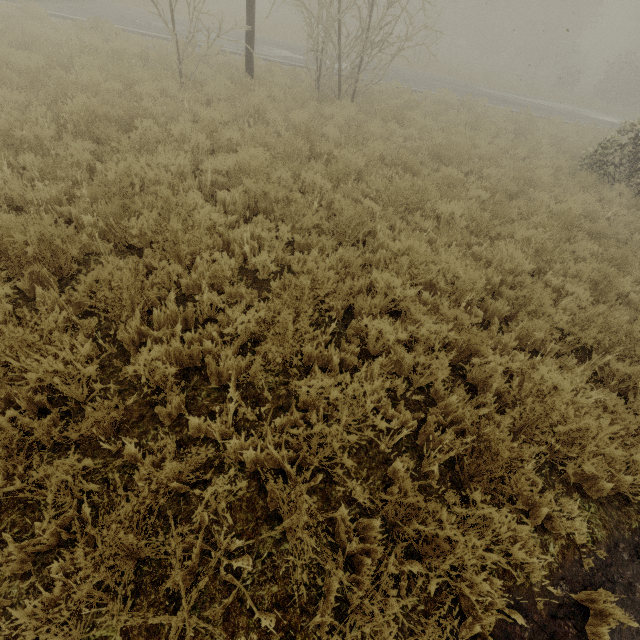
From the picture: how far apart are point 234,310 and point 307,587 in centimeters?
261cm
